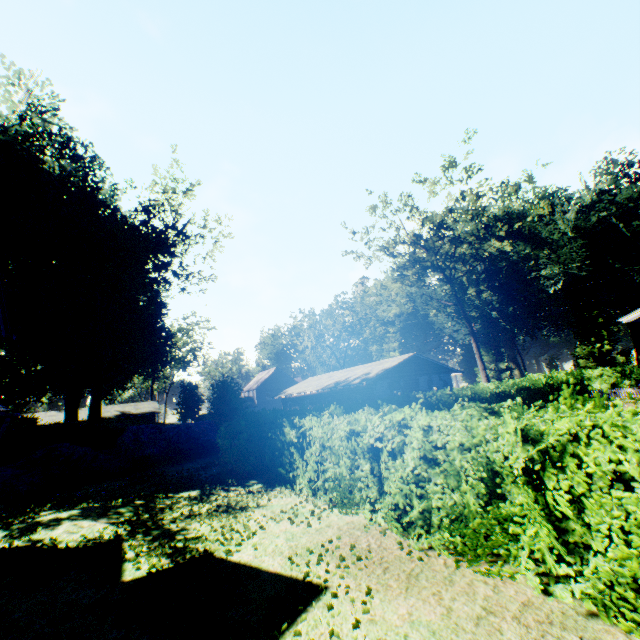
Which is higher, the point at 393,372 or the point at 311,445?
the point at 393,372

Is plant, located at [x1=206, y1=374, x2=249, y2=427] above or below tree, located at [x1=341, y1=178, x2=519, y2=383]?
below

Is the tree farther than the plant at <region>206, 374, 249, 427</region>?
Yes

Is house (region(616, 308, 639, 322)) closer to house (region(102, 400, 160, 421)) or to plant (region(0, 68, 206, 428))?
plant (region(0, 68, 206, 428))

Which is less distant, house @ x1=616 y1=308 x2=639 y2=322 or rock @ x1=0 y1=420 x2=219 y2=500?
house @ x1=616 y1=308 x2=639 y2=322

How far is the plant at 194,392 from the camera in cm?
4484

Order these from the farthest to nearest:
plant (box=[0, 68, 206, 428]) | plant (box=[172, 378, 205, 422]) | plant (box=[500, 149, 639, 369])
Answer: plant (box=[500, 149, 639, 369])
plant (box=[172, 378, 205, 422])
plant (box=[0, 68, 206, 428])

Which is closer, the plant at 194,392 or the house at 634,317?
the house at 634,317
